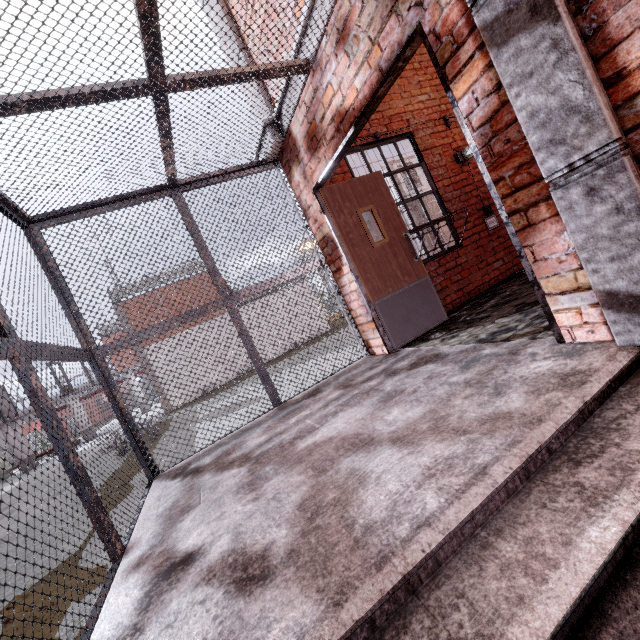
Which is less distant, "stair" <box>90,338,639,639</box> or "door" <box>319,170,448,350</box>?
"stair" <box>90,338,639,639</box>

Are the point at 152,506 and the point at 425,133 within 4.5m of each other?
no

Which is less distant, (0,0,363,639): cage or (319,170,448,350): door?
(0,0,363,639): cage

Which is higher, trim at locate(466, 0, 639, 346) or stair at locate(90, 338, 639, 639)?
trim at locate(466, 0, 639, 346)

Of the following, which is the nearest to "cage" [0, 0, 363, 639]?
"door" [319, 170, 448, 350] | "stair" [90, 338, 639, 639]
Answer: "stair" [90, 338, 639, 639]

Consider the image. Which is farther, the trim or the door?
the door

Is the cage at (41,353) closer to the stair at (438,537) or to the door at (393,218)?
the stair at (438,537)

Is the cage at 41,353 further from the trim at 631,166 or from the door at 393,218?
the door at 393,218
